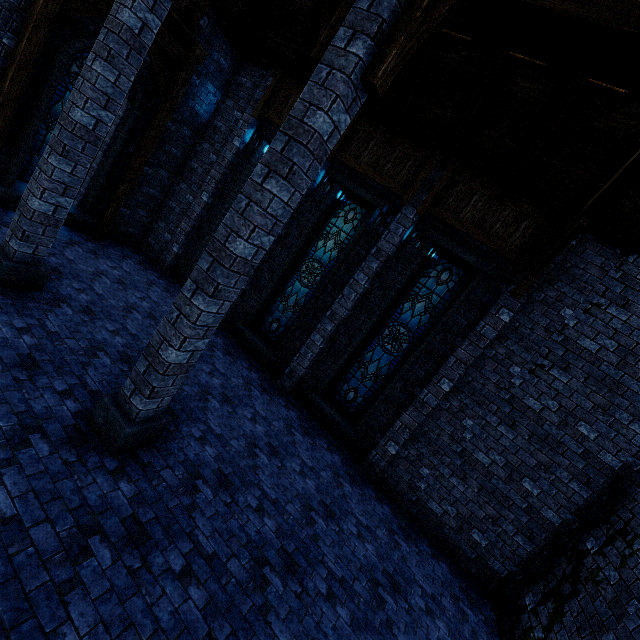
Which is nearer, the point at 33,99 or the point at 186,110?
the point at 33,99

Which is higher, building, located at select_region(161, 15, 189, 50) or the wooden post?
building, located at select_region(161, 15, 189, 50)

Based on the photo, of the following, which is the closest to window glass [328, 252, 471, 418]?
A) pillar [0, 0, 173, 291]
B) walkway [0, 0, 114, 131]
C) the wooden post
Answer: the wooden post

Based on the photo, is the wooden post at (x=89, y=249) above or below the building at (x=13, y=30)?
below

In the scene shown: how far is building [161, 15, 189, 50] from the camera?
8.09m

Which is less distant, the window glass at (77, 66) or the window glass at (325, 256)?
the window glass at (77, 66)

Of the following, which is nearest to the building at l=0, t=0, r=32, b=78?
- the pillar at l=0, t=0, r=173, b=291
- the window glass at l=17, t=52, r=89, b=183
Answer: the pillar at l=0, t=0, r=173, b=291

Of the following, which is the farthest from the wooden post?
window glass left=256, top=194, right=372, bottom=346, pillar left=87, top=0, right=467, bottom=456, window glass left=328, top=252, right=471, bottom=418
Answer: window glass left=328, top=252, right=471, bottom=418
